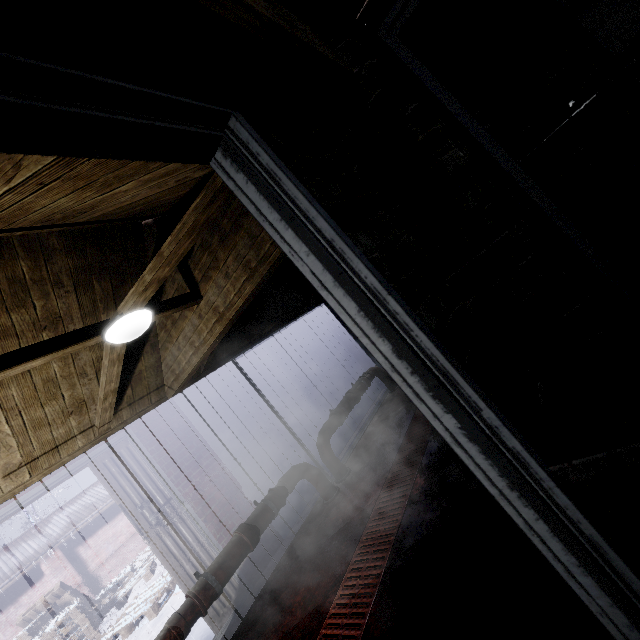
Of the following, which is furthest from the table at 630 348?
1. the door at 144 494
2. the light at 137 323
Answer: the door at 144 494

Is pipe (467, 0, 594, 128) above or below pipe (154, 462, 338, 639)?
above

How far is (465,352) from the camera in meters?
0.9

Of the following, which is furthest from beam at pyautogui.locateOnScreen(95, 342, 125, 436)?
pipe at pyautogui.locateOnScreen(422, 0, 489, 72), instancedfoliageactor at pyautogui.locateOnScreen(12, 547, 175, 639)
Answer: pipe at pyautogui.locateOnScreen(422, 0, 489, 72)

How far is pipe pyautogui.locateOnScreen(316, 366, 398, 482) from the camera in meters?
3.8

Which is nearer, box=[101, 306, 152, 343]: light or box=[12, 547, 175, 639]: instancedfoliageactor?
box=[101, 306, 152, 343]: light

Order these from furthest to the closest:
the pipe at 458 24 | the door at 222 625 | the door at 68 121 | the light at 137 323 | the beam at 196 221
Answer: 1. the pipe at 458 24
2. the door at 222 625
3. the light at 137 323
4. the beam at 196 221
5. the door at 68 121

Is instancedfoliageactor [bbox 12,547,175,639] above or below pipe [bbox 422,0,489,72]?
below
